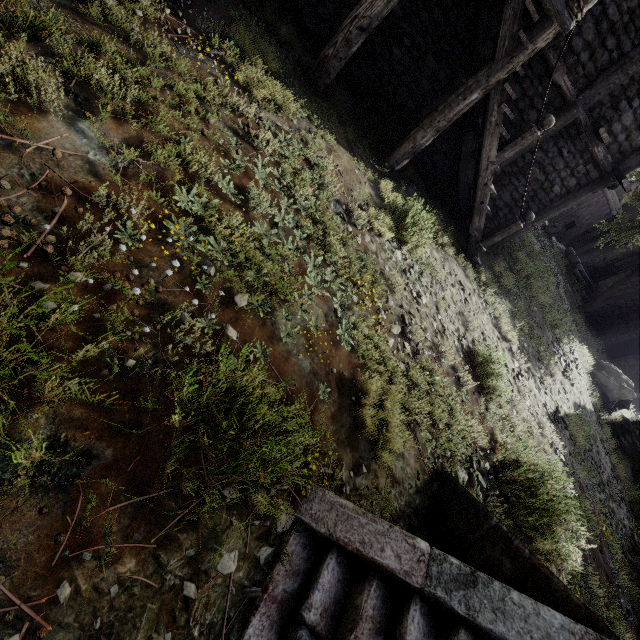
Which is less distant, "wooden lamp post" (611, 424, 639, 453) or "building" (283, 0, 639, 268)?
"building" (283, 0, 639, 268)

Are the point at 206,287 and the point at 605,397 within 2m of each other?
no

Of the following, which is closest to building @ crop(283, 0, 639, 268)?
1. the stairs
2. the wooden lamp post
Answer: the wooden lamp post

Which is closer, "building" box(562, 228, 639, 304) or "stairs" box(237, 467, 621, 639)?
"stairs" box(237, 467, 621, 639)

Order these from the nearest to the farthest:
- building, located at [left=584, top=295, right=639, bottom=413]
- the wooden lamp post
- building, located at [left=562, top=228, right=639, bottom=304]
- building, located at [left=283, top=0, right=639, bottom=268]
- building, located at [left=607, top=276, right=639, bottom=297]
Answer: building, located at [left=283, top=0, right=639, bottom=268], the wooden lamp post, building, located at [left=584, top=295, right=639, bottom=413], building, located at [left=607, top=276, right=639, bottom=297], building, located at [left=562, top=228, right=639, bottom=304]

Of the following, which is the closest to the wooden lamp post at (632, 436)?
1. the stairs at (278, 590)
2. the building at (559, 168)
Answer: the building at (559, 168)

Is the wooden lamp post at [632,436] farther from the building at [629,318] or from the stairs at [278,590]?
the stairs at [278,590]
